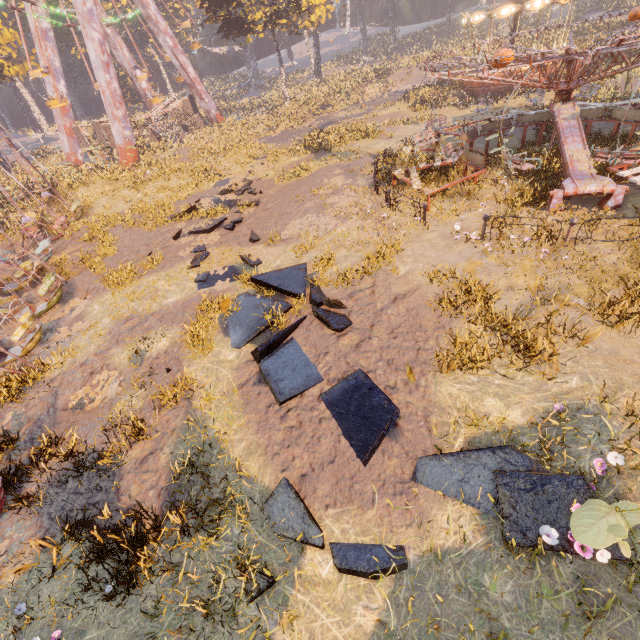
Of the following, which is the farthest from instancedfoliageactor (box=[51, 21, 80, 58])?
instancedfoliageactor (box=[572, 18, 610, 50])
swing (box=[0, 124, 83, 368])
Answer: instancedfoliageactor (box=[572, 18, 610, 50])

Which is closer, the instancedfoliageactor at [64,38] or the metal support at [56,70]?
the metal support at [56,70]

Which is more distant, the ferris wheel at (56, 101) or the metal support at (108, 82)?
the ferris wheel at (56, 101)

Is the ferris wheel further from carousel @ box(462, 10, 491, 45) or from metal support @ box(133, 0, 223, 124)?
carousel @ box(462, 10, 491, 45)

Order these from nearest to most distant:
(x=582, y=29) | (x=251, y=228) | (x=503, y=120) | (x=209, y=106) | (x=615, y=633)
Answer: (x=615, y=633) < (x=251, y=228) < (x=503, y=120) < (x=582, y=29) < (x=209, y=106)

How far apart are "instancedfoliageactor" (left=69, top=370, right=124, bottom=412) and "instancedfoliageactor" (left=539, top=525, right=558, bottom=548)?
8.8m

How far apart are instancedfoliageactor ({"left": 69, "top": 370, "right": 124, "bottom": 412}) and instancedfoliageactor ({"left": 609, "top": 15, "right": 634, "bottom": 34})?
51.49m

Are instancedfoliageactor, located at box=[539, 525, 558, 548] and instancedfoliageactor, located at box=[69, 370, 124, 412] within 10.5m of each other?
yes
